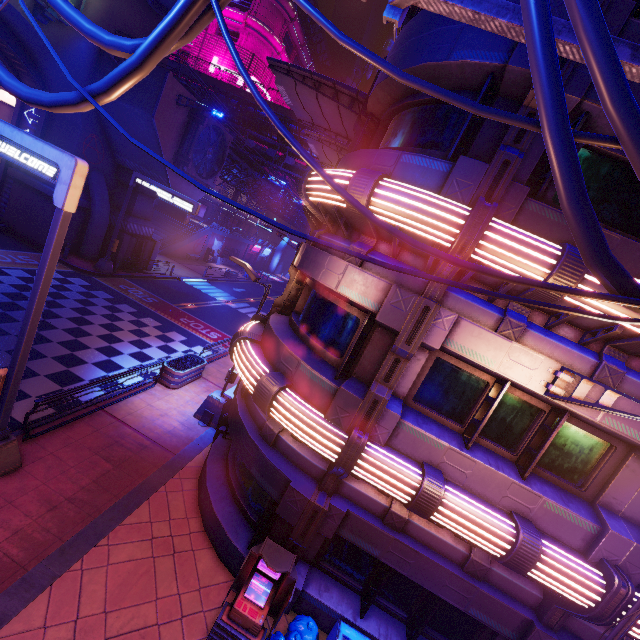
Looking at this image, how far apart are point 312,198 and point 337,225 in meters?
0.9 m

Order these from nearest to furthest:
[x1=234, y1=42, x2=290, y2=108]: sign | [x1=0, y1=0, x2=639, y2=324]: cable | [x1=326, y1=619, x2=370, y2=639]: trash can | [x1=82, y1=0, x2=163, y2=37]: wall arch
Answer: [x1=0, y1=0, x2=639, y2=324]: cable < [x1=326, y1=619, x2=370, y2=639]: trash can < [x1=82, y1=0, x2=163, y2=37]: wall arch < [x1=234, y1=42, x2=290, y2=108]: sign

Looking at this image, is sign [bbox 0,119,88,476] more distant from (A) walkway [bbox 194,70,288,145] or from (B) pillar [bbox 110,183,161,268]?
(A) walkway [bbox 194,70,288,145]

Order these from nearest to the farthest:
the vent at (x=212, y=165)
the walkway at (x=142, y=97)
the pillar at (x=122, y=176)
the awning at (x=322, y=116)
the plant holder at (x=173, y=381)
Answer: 1. the awning at (x=322, y=116)
2. the plant holder at (x=173, y=381)
3. the walkway at (x=142, y=97)
4. the vent at (x=212, y=165)
5. the pillar at (x=122, y=176)

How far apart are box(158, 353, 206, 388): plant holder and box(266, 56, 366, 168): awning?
11.50m

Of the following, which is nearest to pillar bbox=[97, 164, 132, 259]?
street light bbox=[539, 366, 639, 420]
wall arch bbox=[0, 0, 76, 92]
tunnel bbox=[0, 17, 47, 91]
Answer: wall arch bbox=[0, 0, 76, 92]

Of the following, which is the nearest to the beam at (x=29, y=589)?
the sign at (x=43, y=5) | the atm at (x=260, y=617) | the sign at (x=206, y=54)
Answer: the atm at (x=260, y=617)

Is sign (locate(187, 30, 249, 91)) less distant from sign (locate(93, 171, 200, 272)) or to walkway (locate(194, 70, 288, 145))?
walkway (locate(194, 70, 288, 145))
